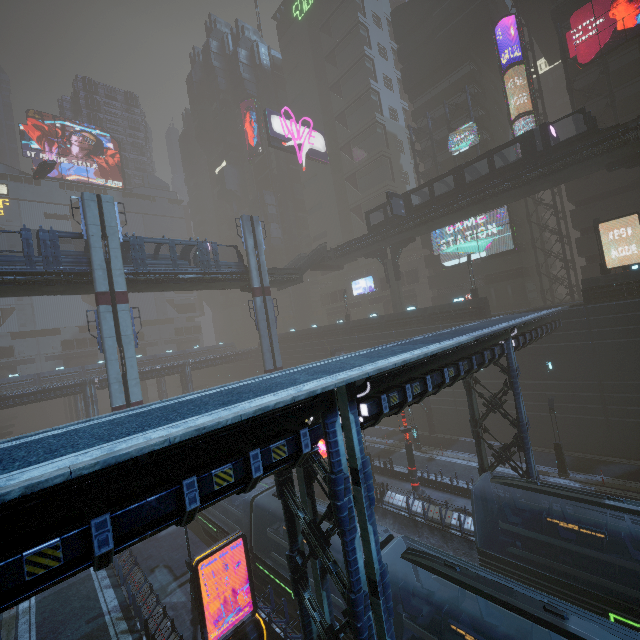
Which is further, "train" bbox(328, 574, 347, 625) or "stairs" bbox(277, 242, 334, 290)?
"stairs" bbox(277, 242, 334, 290)

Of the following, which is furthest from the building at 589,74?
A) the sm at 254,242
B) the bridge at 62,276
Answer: the bridge at 62,276

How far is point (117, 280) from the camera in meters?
26.0 m

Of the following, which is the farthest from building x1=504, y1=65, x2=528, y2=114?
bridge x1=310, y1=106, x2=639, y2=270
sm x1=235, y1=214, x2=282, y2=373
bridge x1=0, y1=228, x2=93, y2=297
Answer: bridge x1=0, y1=228, x2=93, y2=297

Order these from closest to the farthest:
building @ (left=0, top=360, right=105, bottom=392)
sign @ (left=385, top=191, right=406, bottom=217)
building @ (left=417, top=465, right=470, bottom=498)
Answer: building @ (left=417, top=465, right=470, bottom=498), sign @ (left=385, top=191, right=406, bottom=217), building @ (left=0, top=360, right=105, bottom=392)

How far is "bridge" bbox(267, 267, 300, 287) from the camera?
37.8m

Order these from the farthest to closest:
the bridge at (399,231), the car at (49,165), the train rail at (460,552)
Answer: the car at (49,165) → the bridge at (399,231) → the train rail at (460,552)

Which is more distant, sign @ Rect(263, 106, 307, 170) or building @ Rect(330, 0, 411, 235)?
building @ Rect(330, 0, 411, 235)
